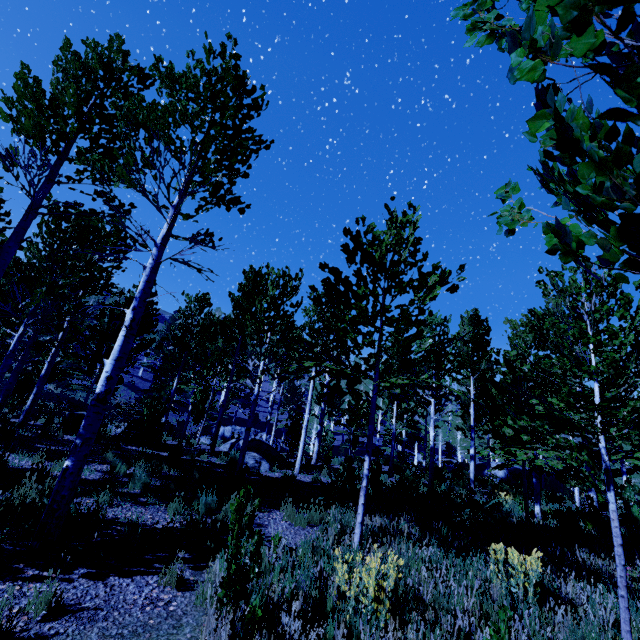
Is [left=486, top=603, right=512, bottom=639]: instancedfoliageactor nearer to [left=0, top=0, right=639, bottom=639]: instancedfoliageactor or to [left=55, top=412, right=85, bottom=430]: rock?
[left=0, top=0, right=639, bottom=639]: instancedfoliageactor

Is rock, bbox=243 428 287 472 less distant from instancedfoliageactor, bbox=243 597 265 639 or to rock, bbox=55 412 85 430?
instancedfoliageactor, bbox=243 597 265 639

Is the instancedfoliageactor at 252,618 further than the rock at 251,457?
No

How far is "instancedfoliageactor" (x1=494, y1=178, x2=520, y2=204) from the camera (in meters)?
1.92

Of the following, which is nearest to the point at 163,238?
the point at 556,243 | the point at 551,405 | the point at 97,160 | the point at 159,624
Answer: the point at 97,160

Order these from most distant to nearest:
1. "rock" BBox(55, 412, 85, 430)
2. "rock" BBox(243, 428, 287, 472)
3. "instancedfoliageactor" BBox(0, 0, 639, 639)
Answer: "rock" BBox(55, 412, 85, 430) → "rock" BBox(243, 428, 287, 472) → "instancedfoliageactor" BBox(0, 0, 639, 639)

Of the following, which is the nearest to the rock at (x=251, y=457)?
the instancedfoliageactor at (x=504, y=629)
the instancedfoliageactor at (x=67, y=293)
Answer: the instancedfoliageactor at (x=67, y=293)
